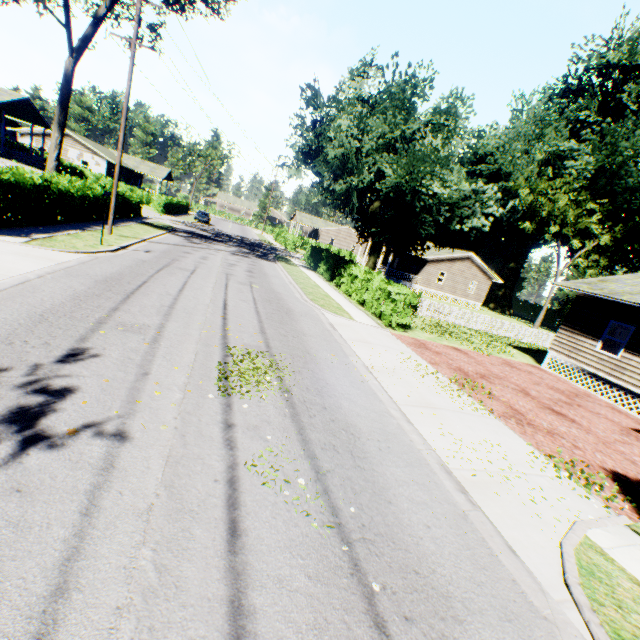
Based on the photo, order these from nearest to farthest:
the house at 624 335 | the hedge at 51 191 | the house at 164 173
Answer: the hedge at 51 191
the house at 624 335
the house at 164 173

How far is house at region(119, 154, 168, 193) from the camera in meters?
53.7

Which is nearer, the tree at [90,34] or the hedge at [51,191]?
the hedge at [51,191]

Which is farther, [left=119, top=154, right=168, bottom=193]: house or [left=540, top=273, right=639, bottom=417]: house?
[left=119, top=154, right=168, bottom=193]: house

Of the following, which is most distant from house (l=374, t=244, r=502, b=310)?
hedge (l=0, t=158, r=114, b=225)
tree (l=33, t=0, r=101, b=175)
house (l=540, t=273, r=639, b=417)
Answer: tree (l=33, t=0, r=101, b=175)

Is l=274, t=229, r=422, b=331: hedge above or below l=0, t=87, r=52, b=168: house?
below

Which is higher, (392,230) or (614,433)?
(392,230)

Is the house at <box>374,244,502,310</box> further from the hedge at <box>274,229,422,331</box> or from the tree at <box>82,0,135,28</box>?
the tree at <box>82,0,135,28</box>
